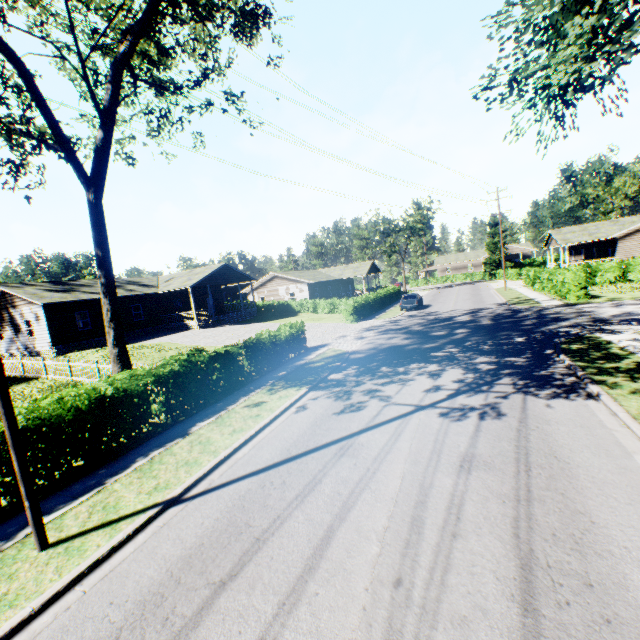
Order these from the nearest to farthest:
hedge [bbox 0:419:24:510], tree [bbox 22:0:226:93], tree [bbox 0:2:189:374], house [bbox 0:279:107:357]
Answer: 1. hedge [bbox 0:419:24:510]
2. tree [bbox 0:2:189:374]
3. tree [bbox 22:0:226:93]
4. house [bbox 0:279:107:357]

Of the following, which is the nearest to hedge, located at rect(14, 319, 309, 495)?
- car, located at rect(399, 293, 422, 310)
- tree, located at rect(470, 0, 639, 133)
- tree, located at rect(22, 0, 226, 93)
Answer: tree, located at rect(22, 0, 226, 93)

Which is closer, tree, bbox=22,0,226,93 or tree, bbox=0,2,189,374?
tree, bbox=0,2,189,374

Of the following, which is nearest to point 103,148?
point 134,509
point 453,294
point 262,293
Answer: point 134,509

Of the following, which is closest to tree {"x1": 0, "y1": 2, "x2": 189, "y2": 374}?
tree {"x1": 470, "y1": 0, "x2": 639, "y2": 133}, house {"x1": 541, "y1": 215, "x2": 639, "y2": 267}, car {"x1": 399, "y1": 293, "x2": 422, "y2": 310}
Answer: tree {"x1": 470, "y1": 0, "x2": 639, "y2": 133}

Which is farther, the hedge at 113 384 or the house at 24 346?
the house at 24 346

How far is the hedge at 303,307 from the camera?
29.52m

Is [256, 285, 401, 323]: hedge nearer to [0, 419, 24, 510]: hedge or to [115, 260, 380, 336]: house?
[115, 260, 380, 336]: house
